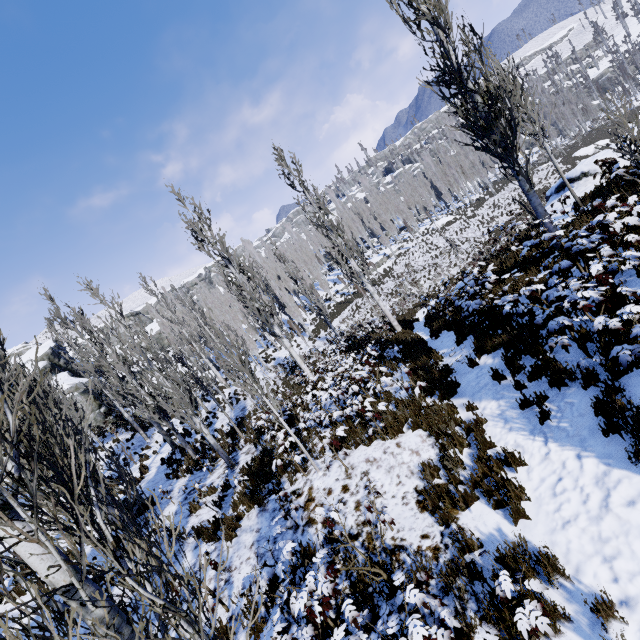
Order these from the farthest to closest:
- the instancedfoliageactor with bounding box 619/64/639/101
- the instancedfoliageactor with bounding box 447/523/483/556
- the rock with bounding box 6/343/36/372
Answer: the instancedfoliageactor with bounding box 619/64/639/101, the rock with bounding box 6/343/36/372, the instancedfoliageactor with bounding box 447/523/483/556

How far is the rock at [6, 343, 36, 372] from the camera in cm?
3902

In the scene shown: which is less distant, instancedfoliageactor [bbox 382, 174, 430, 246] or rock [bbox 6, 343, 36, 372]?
rock [bbox 6, 343, 36, 372]

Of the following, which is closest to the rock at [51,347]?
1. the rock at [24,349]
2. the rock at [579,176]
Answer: the rock at [24,349]

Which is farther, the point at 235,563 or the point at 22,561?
the point at 235,563

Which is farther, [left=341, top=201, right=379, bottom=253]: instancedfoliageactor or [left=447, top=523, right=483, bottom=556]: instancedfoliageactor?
[left=341, top=201, right=379, bottom=253]: instancedfoliageactor

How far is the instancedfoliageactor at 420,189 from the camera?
51.5 meters
